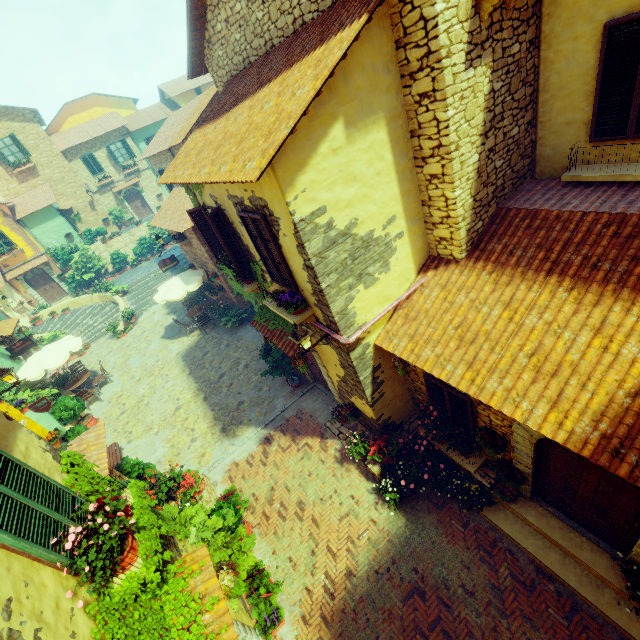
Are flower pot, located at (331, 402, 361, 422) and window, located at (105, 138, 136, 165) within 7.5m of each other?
no

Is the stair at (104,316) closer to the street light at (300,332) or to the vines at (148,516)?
the vines at (148,516)

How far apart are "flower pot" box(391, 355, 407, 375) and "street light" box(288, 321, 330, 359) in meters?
1.3 m

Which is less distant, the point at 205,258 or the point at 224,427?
the point at 224,427

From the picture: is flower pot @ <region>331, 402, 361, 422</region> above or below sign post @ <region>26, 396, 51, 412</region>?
below

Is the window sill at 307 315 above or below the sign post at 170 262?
above

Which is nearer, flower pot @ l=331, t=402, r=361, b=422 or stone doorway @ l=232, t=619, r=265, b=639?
stone doorway @ l=232, t=619, r=265, b=639

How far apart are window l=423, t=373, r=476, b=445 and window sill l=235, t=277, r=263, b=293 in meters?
4.6 m
